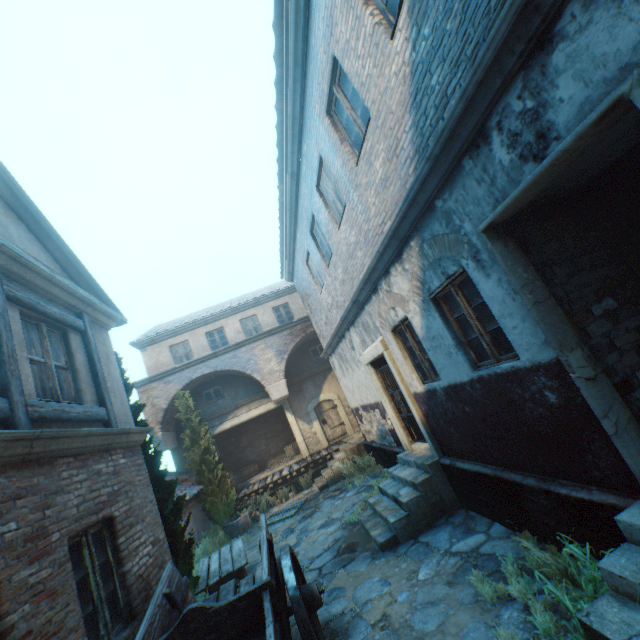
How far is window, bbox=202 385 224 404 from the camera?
17.0 meters

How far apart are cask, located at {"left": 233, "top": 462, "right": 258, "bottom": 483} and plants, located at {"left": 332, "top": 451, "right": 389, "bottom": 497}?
6.55m

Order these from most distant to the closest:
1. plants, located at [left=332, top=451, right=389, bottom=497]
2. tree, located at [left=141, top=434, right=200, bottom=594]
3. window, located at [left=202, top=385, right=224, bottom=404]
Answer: window, located at [left=202, top=385, right=224, bottom=404] < plants, located at [left=332, top=451, right=389, bottom=497] < tree, located at [left=141, top=434, right=200, bottom=594]

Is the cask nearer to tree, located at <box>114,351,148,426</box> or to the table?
tree, located at <box>114,351,148,426</box>

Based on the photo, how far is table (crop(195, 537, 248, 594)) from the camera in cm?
658

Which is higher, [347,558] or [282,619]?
[282,619]

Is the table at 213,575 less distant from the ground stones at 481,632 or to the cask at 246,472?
the ground stones at 481,632

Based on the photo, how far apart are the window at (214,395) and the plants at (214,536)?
6.43m
